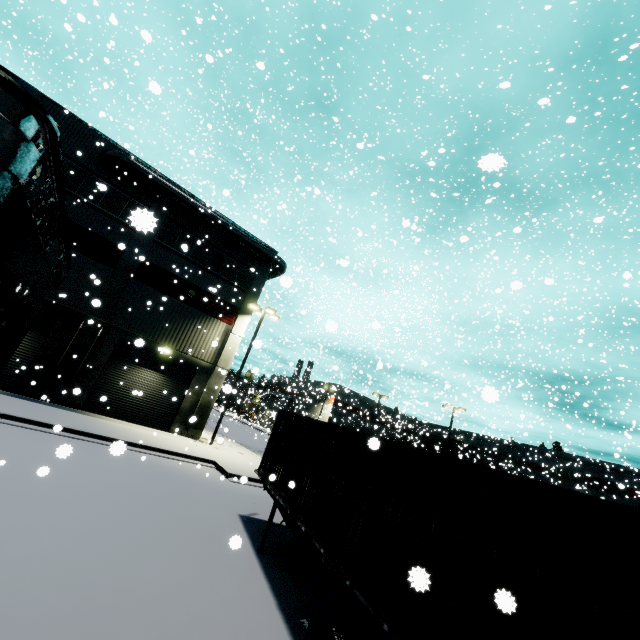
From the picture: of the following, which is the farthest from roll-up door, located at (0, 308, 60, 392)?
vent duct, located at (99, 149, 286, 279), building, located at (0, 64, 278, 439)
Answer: vent duct, located at (99, 149, 286, 279)

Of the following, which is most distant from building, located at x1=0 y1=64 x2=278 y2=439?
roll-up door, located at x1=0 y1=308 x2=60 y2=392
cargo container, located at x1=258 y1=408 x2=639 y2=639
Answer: cargo container, located at x1=258 y1=408 x2=639 y2=639

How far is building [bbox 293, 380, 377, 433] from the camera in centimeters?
4311cm

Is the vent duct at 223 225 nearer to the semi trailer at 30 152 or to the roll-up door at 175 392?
the semi trailer at 30 152

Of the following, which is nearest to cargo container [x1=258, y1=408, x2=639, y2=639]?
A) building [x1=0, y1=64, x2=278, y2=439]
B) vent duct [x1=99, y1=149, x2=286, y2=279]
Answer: building [x1=0, y1=64, x2=278, y2=439]

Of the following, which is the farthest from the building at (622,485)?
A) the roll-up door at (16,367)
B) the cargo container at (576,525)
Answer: the cargo container at (576,525)

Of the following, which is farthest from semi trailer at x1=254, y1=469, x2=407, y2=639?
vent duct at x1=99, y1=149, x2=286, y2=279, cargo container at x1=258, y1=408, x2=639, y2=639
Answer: vent duct at x1=99, y1=149, x2=286, y2=279

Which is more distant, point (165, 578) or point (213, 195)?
point (213, 195)
